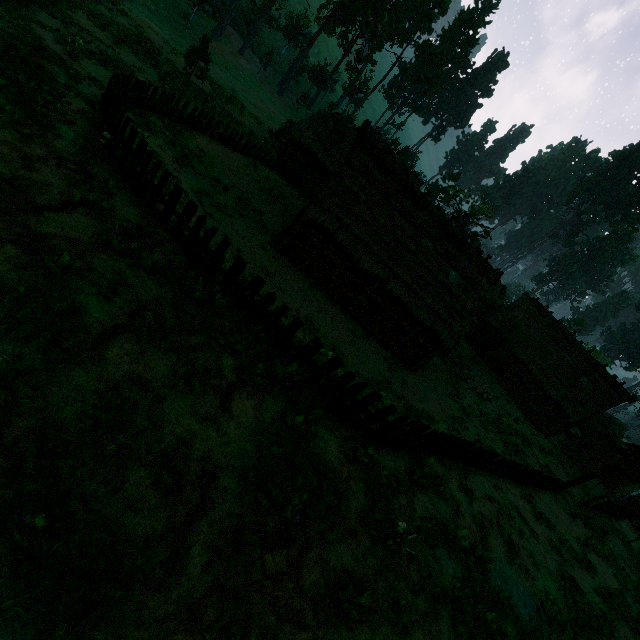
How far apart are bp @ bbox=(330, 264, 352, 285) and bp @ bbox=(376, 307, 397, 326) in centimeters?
353cm

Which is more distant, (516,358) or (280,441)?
(516,358)

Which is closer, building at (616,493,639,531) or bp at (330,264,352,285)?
bp at (330,264,352,285)

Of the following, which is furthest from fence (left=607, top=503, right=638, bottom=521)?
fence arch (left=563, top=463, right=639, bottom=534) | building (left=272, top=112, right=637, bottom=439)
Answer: building (left=272, top=112, right=637, bottom=439)

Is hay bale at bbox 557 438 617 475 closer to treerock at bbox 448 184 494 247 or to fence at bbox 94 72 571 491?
treerock at bbox 448 184 494 247

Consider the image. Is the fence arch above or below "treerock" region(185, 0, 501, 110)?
below

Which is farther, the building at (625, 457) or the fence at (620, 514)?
the building at (625, 457)

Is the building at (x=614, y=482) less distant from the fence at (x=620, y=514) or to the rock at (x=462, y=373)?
the fence at (x=620, y=514)
